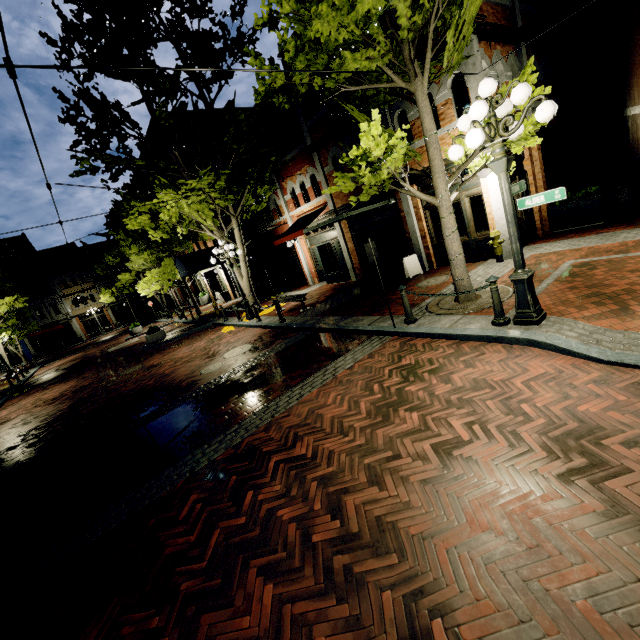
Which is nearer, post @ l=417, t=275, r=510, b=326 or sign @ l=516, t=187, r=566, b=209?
sign @ l=516, t=187, r=566, b=209

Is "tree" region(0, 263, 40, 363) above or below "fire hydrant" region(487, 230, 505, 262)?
above

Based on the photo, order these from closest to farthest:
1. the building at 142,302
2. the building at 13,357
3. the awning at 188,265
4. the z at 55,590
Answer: the z at 55,590 < the awning at 188,265 < the building at 13,357 < the building at 142,302

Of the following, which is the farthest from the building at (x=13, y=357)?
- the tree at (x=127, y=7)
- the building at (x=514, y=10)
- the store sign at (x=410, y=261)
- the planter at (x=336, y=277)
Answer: the store sign at (x=410, y=261)

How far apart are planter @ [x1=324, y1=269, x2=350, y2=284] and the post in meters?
10.0

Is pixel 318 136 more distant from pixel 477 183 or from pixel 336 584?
pixel 336 584

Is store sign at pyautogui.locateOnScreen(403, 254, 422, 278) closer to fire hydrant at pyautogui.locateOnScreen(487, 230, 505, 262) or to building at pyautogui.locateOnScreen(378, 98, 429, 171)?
building at pyautogui.locateOnScreen(378, 98, 429, 171)

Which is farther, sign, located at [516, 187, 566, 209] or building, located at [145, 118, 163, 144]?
building, located at [145, 118, 163, 144]
